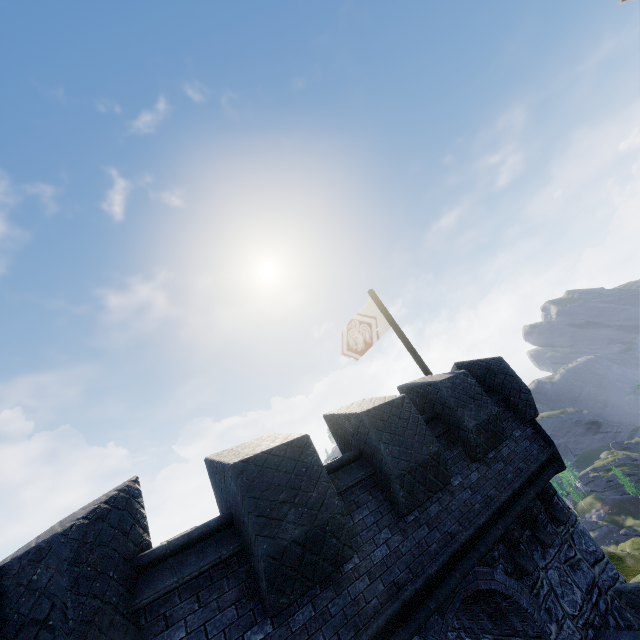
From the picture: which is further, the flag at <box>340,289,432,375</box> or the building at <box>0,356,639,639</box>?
the flag at <box>340,289,432,375</box>

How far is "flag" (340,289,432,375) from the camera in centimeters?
1064cm

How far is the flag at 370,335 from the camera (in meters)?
10.64

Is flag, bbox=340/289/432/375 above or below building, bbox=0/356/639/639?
above

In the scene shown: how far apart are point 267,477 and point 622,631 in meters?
7.4

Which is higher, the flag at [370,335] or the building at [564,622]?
the flag at [370,335]
